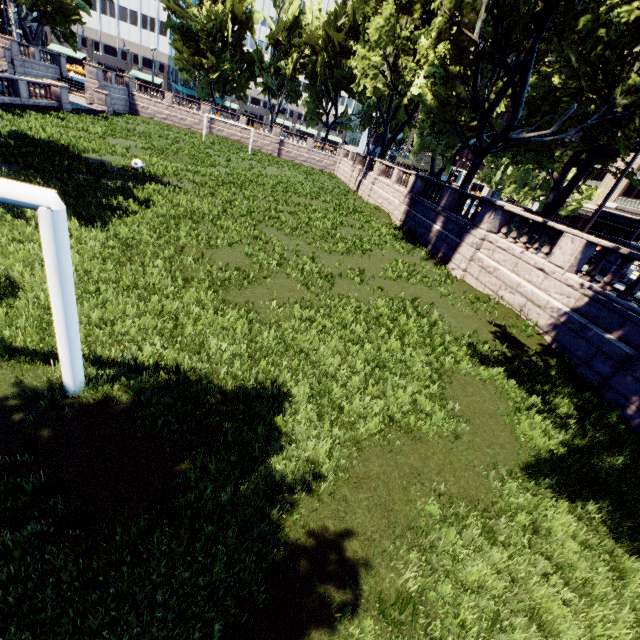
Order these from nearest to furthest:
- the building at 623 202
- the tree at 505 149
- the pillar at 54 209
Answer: the pillar at 54 209, the tree at 505 149, the building at 623 202

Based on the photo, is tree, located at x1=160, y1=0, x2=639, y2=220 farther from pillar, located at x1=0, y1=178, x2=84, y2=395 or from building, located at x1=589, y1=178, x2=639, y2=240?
building, located at x1=589, y1=178, x2=639, y2=240

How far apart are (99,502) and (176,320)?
4.2m

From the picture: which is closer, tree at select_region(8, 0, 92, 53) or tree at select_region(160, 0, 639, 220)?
tree at select_region(160, 0, 639, 220)

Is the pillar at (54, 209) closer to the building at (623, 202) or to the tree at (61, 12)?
the tree at (61, 12)

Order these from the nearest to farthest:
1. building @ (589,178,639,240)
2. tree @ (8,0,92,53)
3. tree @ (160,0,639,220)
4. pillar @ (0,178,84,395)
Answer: pillar @ (0,178,84,395)
tree @ (160,0,639,220)
tree @ (8,0,92,53)
building @ (589,178,639,240)
